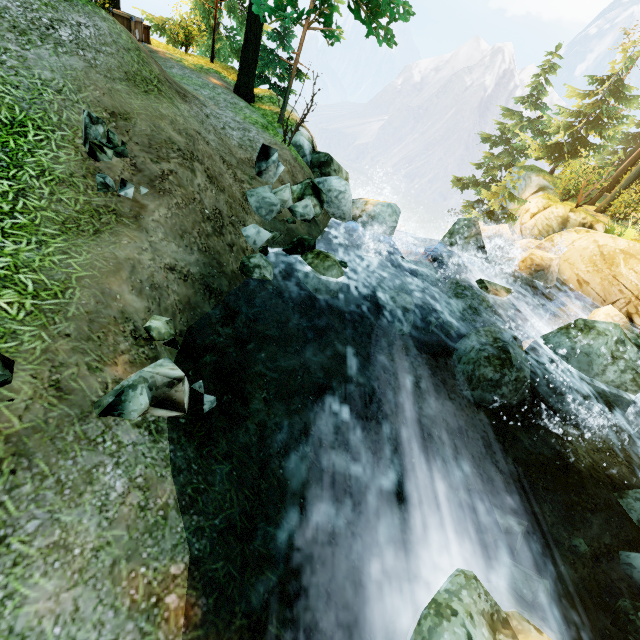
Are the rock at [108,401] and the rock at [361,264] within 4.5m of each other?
no

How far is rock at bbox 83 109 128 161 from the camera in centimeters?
452cm

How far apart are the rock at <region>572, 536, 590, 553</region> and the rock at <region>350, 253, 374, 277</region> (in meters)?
7.22

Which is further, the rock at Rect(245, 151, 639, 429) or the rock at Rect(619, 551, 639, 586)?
the rock at Rect(245, 151, 639, 429)

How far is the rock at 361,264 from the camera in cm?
909

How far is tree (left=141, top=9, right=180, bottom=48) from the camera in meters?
16.9

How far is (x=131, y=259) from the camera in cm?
423

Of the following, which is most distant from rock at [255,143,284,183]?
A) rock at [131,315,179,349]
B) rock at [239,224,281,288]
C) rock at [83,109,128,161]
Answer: rock at [131,315,179,349]
